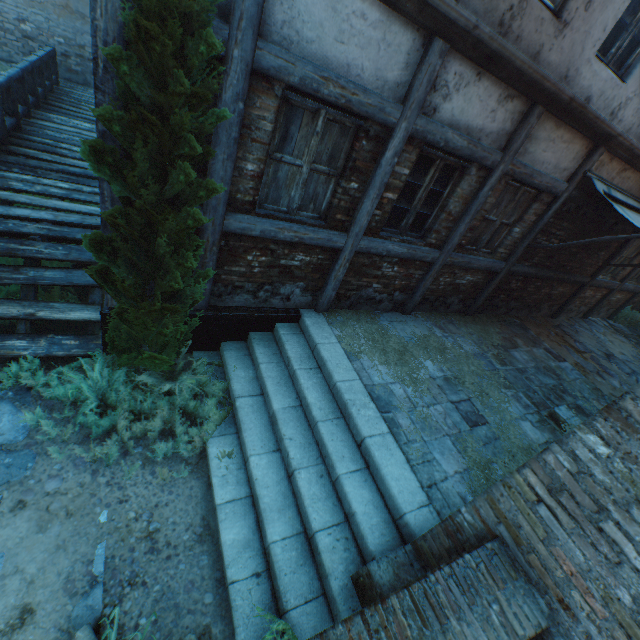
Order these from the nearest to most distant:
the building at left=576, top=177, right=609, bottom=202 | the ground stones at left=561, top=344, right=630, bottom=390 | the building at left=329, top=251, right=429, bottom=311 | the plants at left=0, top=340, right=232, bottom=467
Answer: the plants at left=0, top=340, right=232, bottom=467 < the building at left=329, top=251, right=429, bottom=311 < the building at left=576, top=177, right=609, bottom=202 < the ground stones at left=561, top=344, right=630, bottom=390

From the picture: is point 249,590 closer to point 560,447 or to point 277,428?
point 277,428

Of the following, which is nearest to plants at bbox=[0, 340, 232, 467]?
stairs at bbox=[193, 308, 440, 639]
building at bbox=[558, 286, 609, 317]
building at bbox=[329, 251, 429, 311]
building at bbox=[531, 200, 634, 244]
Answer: stairs at bbox=[193, 308, 440, 639]

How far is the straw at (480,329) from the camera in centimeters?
678cm

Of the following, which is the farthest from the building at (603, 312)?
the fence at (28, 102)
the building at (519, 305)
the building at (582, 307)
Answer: the building at (519, 305)

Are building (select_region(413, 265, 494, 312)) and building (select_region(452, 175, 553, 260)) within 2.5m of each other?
yes

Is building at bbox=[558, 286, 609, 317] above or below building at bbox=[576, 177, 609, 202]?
below

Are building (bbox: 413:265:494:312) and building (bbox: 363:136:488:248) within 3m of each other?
yes
